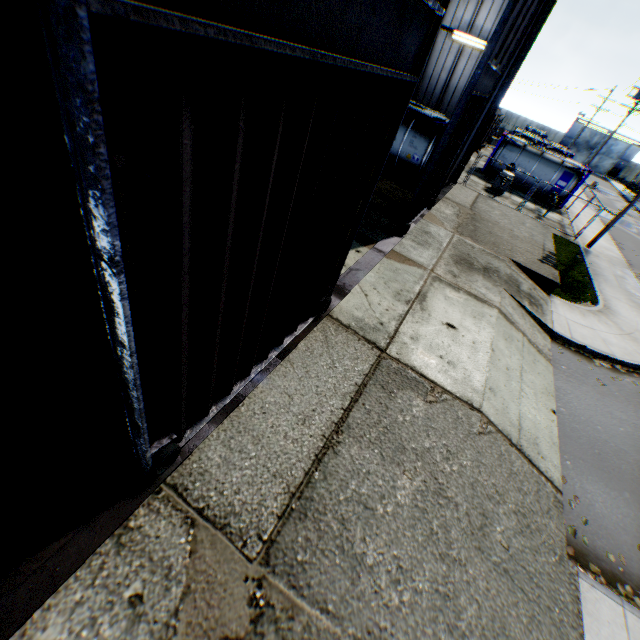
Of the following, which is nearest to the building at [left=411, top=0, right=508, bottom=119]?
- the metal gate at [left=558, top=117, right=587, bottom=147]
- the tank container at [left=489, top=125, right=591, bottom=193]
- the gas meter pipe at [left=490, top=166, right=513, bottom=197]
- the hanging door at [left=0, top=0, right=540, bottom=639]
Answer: the hanging door at [left=0, top=0, right=540, bottom=639]

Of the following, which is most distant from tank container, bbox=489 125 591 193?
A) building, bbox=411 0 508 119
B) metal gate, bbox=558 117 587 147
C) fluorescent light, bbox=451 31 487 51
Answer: metal gate, bbox=558 117 587 147

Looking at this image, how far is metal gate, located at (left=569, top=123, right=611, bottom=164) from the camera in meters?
55.8 m

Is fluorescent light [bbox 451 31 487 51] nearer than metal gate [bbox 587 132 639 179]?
Yes

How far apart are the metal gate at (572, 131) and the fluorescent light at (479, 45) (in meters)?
60.46

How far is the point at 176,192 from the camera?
2.00m

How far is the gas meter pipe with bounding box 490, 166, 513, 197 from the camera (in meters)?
21.48

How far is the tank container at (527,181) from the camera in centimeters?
2552cm
